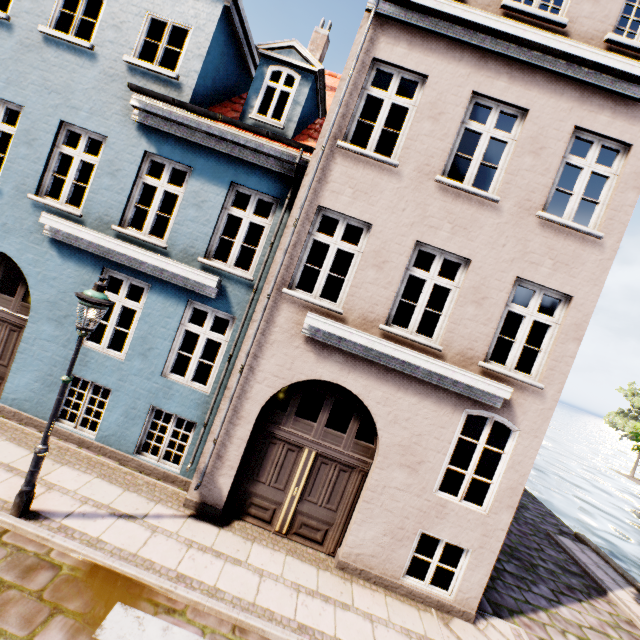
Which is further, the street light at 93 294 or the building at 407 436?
the building at 407 436

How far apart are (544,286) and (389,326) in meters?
3.0 m

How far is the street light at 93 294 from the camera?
4.73m

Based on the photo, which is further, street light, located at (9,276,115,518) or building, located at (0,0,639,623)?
building, located at (0,0,639,623)

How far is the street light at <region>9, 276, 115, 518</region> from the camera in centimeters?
473cm
